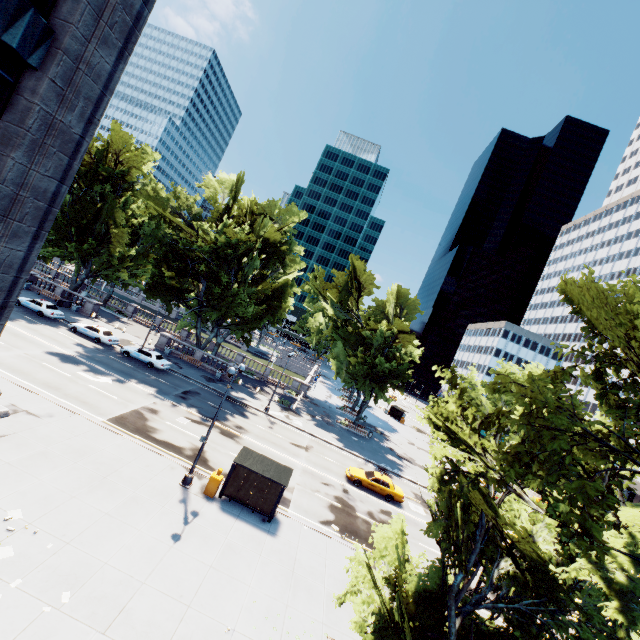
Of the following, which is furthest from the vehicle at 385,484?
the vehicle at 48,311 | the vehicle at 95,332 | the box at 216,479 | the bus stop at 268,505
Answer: the vehicle at 48,311

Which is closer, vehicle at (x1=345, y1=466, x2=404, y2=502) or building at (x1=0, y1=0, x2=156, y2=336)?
building at (x1=0, y1=0, x2=156, y2=336)

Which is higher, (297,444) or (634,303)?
(634,303)

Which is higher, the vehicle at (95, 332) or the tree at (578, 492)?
the tree at (578, 492)

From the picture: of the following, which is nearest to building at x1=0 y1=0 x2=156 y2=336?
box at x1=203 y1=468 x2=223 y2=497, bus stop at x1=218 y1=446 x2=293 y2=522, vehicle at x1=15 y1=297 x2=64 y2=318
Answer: box at x1=203 y1=468 x2=223 y2=497

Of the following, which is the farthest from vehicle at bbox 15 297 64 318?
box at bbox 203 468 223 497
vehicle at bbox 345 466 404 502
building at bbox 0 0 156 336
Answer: vehicle at bbox 345 466 404 502

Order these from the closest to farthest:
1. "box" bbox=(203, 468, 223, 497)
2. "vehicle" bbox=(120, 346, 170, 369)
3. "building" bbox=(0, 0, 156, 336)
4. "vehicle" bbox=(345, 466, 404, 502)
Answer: "building" bbox=(0, 0, 156, 336)
"box" bbox=(203, 468, 223, 497)
"vehicle" bbox=(345, 466, 404, 502)
"vehicle" bbox=(120, 346, 170, 369)

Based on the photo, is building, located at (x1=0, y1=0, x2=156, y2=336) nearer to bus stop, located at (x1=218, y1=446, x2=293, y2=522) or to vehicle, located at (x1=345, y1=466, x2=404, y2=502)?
bus stop, located at (x1=218, y1=446, x2=293, y2=522)
